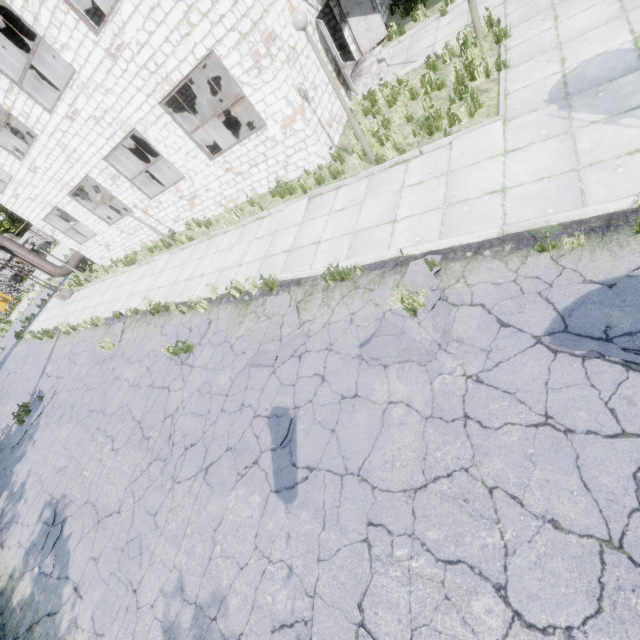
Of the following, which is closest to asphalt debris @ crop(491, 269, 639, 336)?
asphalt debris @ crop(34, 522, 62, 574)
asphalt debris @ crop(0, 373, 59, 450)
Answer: asphalt debris @ crop(34, 522, 62, 574)

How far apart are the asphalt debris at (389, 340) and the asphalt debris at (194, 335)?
5.08m

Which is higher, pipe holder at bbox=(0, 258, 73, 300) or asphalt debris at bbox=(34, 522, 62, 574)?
pipe holder at bbox=(0, 258, 73, 300)

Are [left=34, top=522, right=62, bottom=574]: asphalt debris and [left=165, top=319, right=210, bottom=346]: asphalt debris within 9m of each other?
yes

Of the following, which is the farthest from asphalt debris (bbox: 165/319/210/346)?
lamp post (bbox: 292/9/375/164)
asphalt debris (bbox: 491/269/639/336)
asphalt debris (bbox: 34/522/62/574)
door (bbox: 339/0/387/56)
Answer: door (bbox: 339/0/387/56)

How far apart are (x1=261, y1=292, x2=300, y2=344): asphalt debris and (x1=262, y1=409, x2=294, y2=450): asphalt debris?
1.0m

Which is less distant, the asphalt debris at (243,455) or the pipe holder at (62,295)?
the asphalt debris at (243,455)

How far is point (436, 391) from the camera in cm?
430
